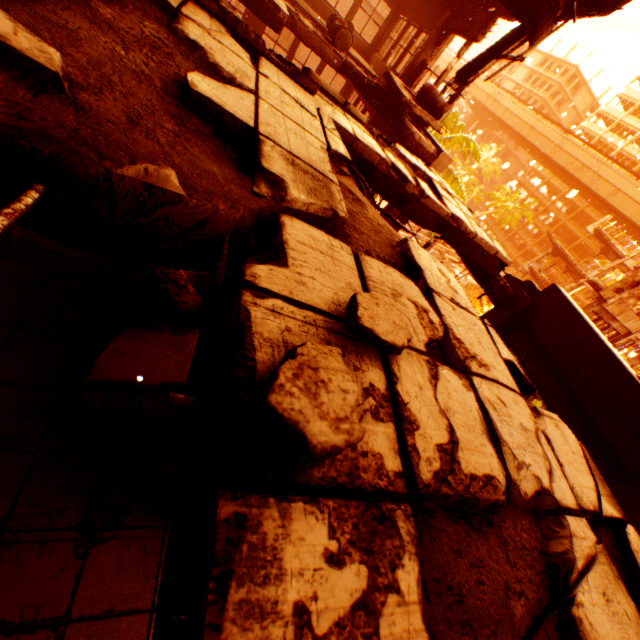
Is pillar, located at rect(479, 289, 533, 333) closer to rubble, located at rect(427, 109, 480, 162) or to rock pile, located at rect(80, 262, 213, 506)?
rock pile, located at rect(80, 262, 213, 506)

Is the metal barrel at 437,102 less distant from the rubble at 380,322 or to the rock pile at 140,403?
the rock pile at 140,403

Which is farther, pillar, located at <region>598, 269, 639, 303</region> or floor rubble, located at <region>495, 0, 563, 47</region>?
pillar, located at <region>598, 269, 639, 303</region>

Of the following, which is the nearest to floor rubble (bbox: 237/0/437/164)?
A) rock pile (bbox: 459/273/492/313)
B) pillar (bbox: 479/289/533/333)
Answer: pillar (bbox: 479/289/533/333)

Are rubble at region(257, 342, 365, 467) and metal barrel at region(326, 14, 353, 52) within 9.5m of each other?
no

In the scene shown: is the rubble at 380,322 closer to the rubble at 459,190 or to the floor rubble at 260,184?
the floor rubble at 260,184

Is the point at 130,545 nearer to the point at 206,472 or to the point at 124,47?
the point at 206,472

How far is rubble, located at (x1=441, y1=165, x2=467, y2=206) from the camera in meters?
17.3
